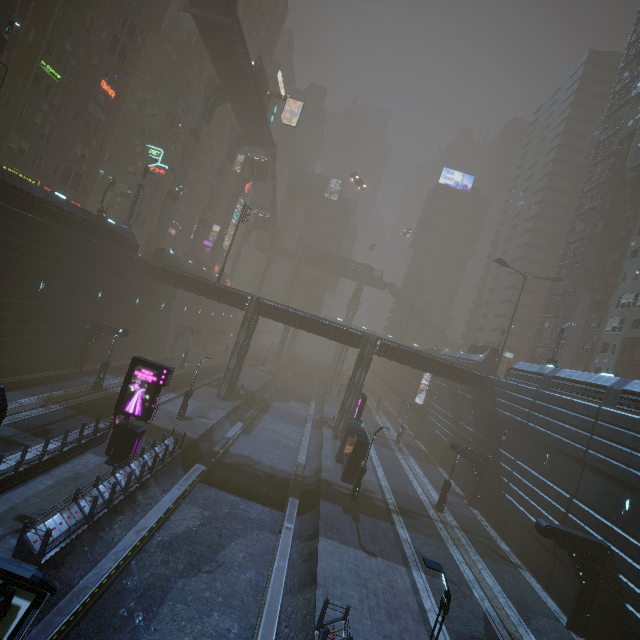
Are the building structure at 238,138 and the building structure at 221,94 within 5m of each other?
no

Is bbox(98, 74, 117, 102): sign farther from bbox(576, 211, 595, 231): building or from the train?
the train

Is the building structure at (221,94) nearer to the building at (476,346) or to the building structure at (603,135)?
the building at (476,346)

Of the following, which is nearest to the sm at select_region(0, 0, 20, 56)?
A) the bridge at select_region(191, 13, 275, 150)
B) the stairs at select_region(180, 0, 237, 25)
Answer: the stairs at select_region(180, 0, 237, 25)

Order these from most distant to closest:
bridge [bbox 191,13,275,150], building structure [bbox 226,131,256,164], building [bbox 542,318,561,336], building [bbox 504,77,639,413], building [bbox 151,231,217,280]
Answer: building structure [bbox 226,131,256,164], building [bbox 542,318,561,336], building [bbox 151,231,217,280], bridge [bbox 191,13,275,150], building [bbox 504,77,639,413]

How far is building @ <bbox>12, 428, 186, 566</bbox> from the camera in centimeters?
1108cm

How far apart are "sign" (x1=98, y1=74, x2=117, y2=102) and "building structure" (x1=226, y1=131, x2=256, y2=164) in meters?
19.2

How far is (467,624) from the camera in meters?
15.0 m
